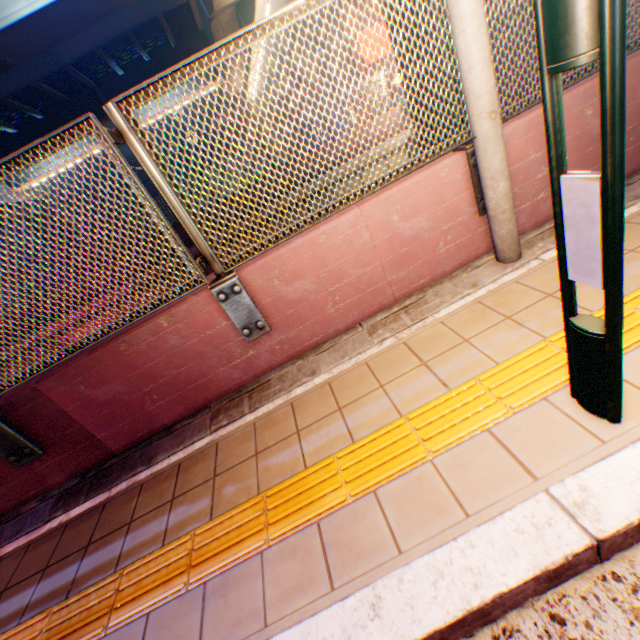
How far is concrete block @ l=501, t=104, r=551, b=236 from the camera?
2.6m

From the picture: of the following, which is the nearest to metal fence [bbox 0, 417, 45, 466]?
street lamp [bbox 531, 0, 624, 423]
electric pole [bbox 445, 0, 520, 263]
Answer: electric pole [bbox 445, 0, 520, 263]

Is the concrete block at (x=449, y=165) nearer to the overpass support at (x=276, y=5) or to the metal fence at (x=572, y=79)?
the metal fence at (x=572, y=79)

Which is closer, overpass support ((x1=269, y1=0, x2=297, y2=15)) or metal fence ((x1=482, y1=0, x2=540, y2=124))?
metal fence ((x1=482, y1=0, x2=540, y2=124))

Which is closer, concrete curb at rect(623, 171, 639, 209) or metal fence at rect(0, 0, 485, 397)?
metal fence at rect(0, 0, 485, 397)

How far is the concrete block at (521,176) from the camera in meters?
2.6

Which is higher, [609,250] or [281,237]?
[281,237]
